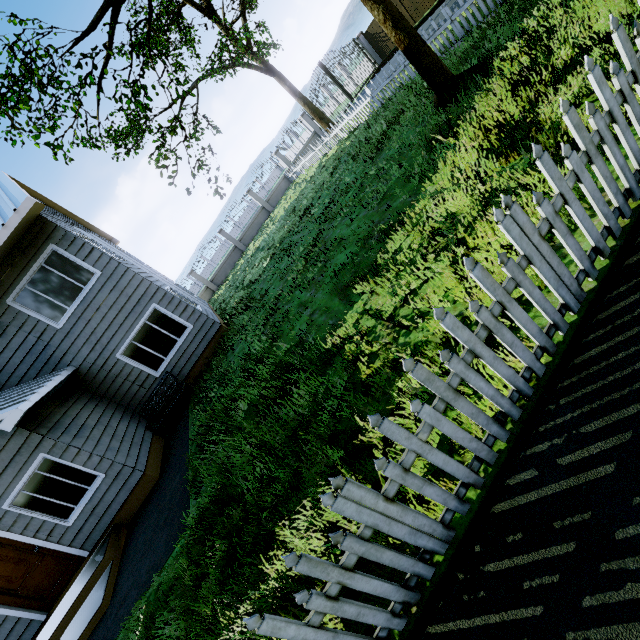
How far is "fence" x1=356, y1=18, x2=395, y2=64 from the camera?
22.2 meters

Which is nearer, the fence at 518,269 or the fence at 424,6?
the fence at 518,269

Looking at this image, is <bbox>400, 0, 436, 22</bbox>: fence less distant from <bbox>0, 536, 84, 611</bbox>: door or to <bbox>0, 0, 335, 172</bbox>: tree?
<bbox>0, 0, 335, 172</bbox>: tree

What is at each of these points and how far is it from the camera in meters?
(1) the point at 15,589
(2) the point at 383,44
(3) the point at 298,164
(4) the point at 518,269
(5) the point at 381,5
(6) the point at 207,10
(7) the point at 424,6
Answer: (1) door, 7.2 m
(2) fence, 22.9 m
(3) fence, 20.0 m
(4) fence, 2.1 m
(5) tree, 5.9 m
(6) tree, 15.4 m
(7) fence, 19.4 m

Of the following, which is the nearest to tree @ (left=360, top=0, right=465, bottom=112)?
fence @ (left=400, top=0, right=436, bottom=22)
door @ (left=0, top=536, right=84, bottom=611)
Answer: fence @ (left=400, top=0, right=436, bottom=22)

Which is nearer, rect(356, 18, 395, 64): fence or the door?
the door

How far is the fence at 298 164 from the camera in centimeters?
1201cm
